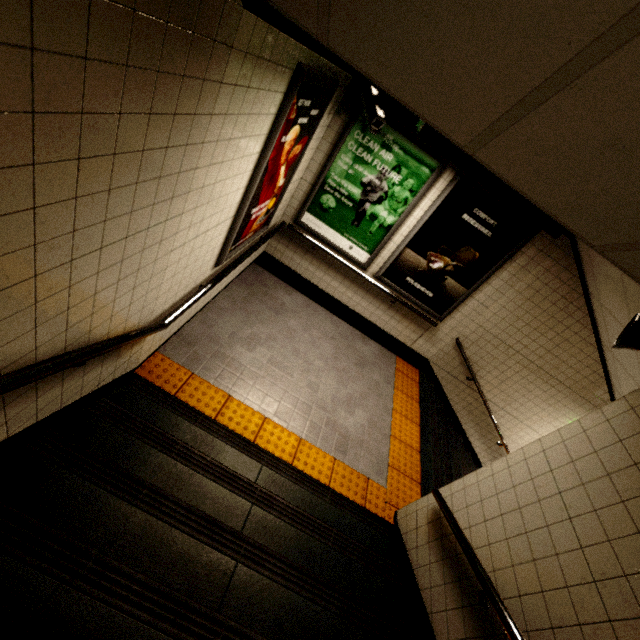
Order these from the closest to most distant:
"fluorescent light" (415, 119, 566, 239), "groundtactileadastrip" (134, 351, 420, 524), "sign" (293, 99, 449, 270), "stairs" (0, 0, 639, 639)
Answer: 1. "stairs" (0, 0, 639, 639)
2. "fluorescent light" (415, 119, 566, 239)
3. "groundtactileadastrip" (134, 351, 420, 524)
4. "sign" (293, 99, 449, 270)

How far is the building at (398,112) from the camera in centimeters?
373cm

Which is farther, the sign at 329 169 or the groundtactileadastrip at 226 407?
the sign at 329 169

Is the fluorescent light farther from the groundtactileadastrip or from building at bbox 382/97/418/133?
the groundtactileadastrip

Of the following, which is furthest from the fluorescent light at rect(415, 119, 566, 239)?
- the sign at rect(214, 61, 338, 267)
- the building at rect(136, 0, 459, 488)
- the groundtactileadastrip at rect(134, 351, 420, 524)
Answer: the groundtactileadastrip at rect(134, 351, 420, 524)

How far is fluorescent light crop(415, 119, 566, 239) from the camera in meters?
1.7 m

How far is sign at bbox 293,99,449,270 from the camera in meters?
3.9

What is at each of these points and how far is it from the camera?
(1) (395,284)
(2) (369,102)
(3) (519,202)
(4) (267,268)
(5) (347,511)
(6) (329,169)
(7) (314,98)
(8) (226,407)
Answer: (1) sign, 4.9m
(2) window, 3.4m
(3) fluorescent light, 1.8m
(4) building, 5.4m
(5) stairs, 3.0m
(6) sign, 4.3m
(7) sign, 2.8m
(8) groundtactileadastrip, 3.4m
